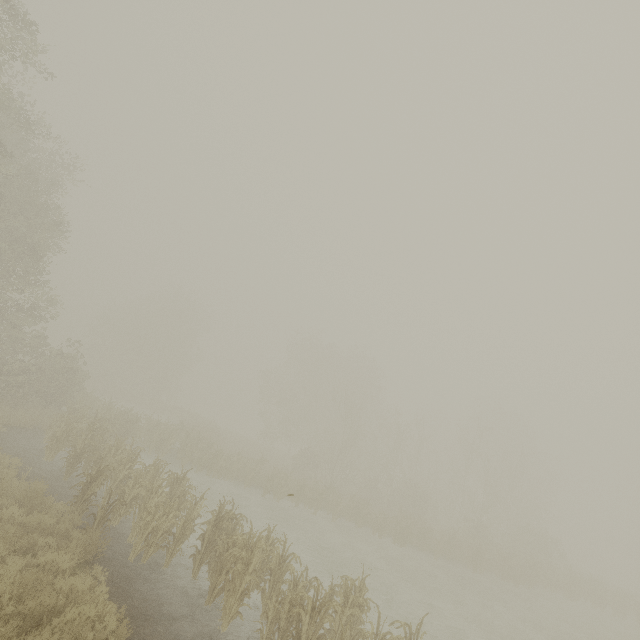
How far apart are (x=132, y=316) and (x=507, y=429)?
58.07m
